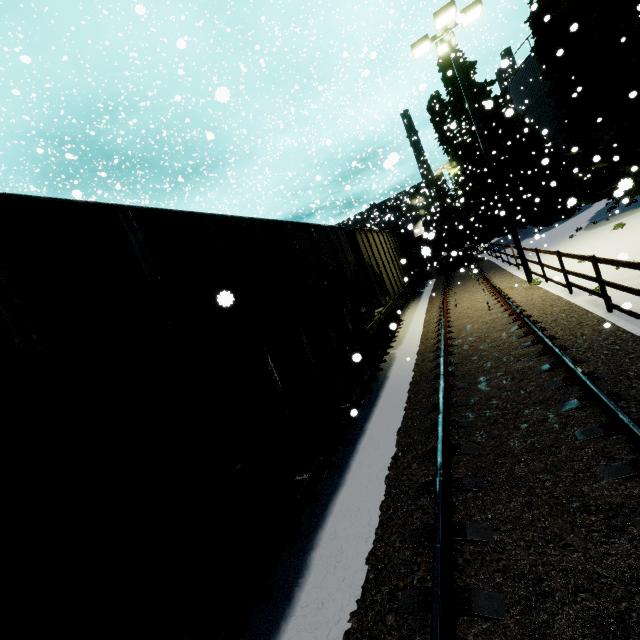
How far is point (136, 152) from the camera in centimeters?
5059cm

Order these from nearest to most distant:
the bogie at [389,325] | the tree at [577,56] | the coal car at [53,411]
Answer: the coal car at [53,411]
the bogie at [389,325]
the tree at [577,56]

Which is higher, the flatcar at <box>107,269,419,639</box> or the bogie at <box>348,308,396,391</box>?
the flatcar at <box>107,269,419,639</box>

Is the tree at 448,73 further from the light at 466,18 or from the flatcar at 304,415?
the flatcar at 304,415

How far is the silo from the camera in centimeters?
2427cm

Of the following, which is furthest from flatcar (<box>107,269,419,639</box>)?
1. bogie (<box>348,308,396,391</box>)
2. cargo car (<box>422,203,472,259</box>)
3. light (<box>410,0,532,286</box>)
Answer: cargo car (<box>422,203,472,259</box>)

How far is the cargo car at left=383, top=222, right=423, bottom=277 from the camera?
23.62m

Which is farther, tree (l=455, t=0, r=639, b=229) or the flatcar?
tree (l=455, t=0, r=639, b=229)
